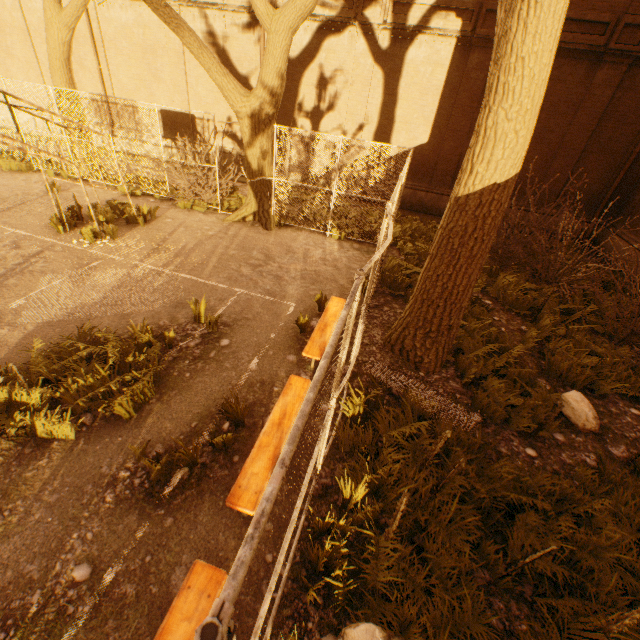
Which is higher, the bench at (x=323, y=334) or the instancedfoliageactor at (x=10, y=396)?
the bench at (x=323, y=334)

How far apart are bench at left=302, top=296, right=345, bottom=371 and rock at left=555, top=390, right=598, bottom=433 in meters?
4.1

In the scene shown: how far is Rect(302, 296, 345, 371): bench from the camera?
5.4m

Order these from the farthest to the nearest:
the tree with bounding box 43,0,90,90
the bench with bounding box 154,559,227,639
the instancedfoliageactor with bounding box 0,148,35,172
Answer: the instancedfoliageactor with bounding box 0,148,35,172, the tree with bounding box 43,0,90,90, the bench with bounding box 154,559,227,639

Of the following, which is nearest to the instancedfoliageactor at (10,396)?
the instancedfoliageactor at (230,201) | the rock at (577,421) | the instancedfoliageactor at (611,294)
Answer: the rock at (577,421)

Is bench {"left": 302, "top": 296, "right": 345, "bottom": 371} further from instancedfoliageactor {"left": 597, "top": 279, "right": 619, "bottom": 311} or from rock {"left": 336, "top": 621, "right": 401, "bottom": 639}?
instancedfoliageactor {"left": 597, "top": 279, "right": 619, "bottom": 311}

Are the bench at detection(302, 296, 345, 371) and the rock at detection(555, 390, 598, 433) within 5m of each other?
Result: yes

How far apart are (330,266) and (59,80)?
11.3 meters
